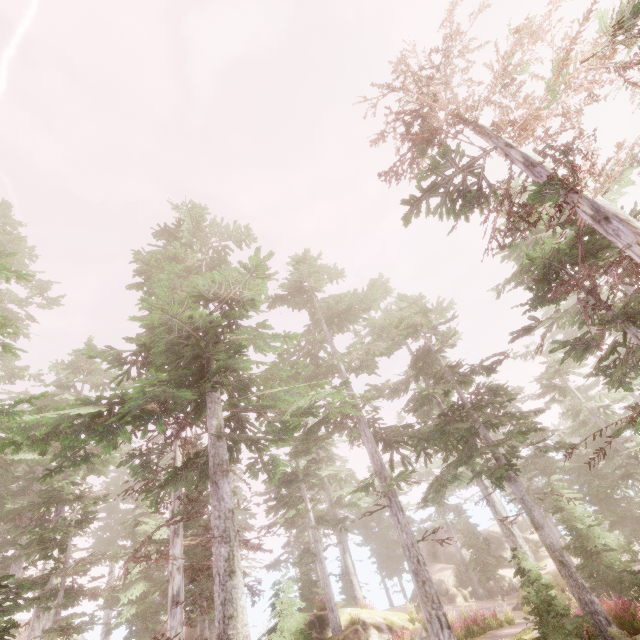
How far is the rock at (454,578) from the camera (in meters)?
32.22

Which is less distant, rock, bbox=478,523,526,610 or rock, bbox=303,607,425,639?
rock, bbox=303,607,425,639

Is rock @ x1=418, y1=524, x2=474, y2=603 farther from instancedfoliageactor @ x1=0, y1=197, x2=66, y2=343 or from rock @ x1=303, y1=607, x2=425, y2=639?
rock @ x1=303, y1=607, x2=425, y2=639

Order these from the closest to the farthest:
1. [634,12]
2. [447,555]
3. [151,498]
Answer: [634,12], [151,498], [447,555]

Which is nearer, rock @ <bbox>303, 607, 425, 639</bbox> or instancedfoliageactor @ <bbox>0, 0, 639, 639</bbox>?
instancedfoliageactor @ <bbox>0, 0, 639, 639</bbox>

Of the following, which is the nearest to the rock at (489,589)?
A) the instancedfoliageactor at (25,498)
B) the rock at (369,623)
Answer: the instancedfoliageactor at (25,498)

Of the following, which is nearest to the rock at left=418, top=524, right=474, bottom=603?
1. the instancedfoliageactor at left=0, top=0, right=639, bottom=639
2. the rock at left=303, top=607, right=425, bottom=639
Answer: the instancedfoliageactor at left=0, top=0, right=639, bottom=639
